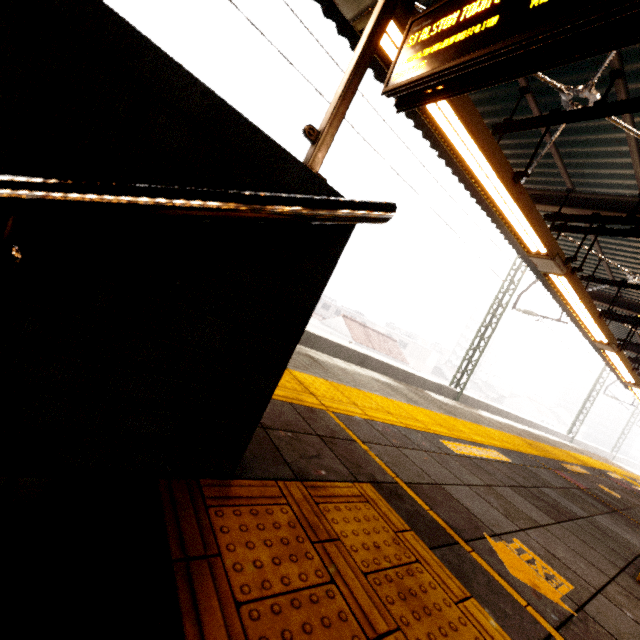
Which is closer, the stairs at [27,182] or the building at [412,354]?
the stairs at [27,182]

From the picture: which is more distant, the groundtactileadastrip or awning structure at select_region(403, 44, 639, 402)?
awning structure at select_region(403, 44, 639, 402)

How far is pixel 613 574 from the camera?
1.87m

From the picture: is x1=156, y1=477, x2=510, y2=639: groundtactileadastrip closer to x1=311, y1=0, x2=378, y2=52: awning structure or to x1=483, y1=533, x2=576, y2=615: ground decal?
x1=483, y1=533, x2=576, y2=615: ground decal

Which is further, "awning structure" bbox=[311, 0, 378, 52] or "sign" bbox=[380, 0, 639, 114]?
"awning structure" bbox=[311, 0, 378, 52]

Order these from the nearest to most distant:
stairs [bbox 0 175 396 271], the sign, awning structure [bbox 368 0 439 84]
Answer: stairs [bbox 0 175 396 271] < the sign < awning structure [bbox 368 0 439 84]

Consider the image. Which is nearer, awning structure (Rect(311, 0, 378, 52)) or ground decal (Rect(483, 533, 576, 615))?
ground decal (Rect(483, 533, 576, 615))

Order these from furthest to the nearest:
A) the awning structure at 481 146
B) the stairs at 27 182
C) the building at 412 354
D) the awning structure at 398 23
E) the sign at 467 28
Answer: the building at 412 354 < the awning structure at 481 146 < the awning structure at 398 23 < the sign at 467 28 < the stairs at 27 182
